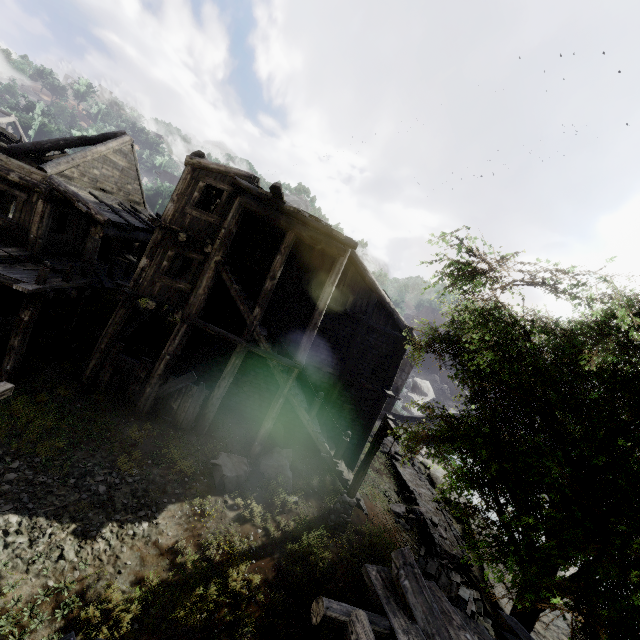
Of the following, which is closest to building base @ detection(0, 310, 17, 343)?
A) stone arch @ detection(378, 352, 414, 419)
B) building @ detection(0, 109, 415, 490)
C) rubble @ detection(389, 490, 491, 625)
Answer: building @ detection(0, 109, 415, 490)

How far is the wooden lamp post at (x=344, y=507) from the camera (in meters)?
12.27

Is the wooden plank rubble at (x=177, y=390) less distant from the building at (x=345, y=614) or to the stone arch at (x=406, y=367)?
the building at (x=345, y=614)

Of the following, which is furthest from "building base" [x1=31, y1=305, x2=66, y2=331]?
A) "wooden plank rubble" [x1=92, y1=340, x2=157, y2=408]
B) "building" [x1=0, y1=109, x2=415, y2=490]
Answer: "wooden plank rubble" [x1=92, y1=340, x2=157, y2=408]

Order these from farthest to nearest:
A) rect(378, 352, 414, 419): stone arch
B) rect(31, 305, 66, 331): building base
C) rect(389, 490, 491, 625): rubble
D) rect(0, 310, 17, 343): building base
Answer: rect(378, 352, 414, 419): stone arch < rect(31, 305, 66, 331): building base < rect(389, 490, 491, 625): rubble < rect(0, 310, 17, 343): building base

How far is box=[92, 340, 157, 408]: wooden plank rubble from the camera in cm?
1227

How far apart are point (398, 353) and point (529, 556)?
8.8m

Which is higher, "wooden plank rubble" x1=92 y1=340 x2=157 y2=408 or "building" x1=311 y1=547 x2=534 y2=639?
"building" x1=311 y1=547 x2=534 y2=639
